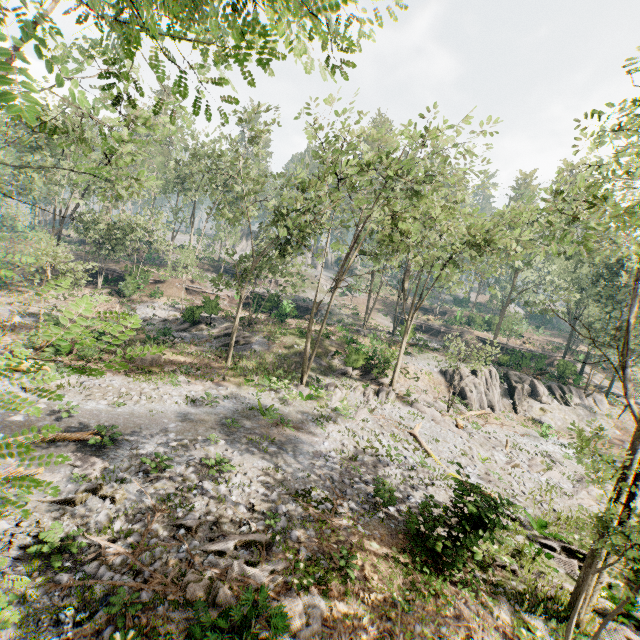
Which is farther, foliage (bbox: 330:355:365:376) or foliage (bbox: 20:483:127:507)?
foliage (bbox: 330:355:365:376)

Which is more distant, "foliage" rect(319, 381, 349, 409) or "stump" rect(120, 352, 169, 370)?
"foliage" rect(319, 381, 349, 409)

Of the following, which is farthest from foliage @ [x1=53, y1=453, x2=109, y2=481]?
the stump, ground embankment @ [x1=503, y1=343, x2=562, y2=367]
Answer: the stump

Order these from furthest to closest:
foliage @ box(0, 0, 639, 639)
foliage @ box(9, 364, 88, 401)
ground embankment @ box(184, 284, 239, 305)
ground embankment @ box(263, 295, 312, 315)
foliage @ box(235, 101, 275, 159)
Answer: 1. ground embankment @ box(263, 295, 312, 315)
2. ground embankment @ box(184, 284, 239, 305)
3. foliage @ box(235, 101, 275, 159)
4. foliage @ box(0, 0, 639, 639)
5. foliage @ box(9, 364, 88, 401)

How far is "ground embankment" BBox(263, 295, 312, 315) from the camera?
38.1 meters

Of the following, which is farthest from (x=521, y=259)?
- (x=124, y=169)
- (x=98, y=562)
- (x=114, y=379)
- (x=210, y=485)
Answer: (x=124, y=169)

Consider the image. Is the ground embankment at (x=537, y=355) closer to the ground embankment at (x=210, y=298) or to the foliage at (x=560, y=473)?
the foliage at (x=560, y=473)

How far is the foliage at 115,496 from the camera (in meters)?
2.50
